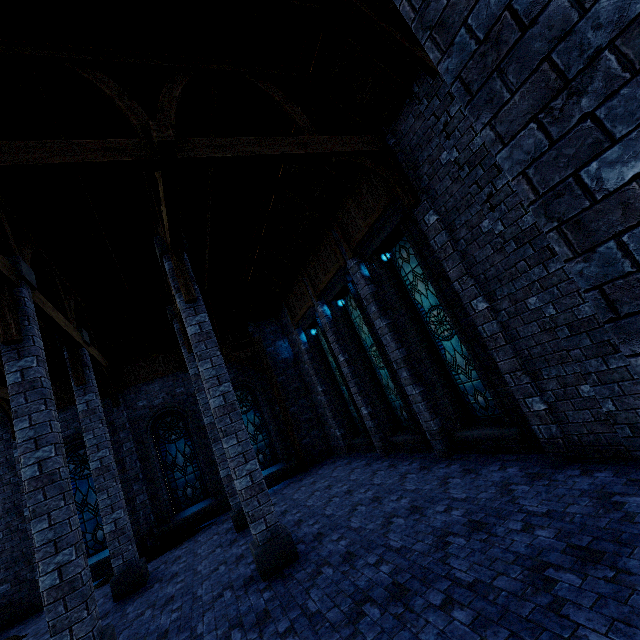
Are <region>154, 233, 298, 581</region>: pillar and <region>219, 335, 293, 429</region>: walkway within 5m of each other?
no

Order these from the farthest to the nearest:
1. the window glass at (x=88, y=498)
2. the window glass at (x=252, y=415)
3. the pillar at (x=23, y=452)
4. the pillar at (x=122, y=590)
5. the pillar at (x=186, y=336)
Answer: the window glass at (x=252, y=415)
the window glass at (x=88, y=498)
the pillar at (x=122, y=590)
the pillar at (x=186, y=336)
the pillar at (x=23, y=452)

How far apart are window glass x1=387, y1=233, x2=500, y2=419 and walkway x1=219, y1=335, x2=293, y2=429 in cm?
820

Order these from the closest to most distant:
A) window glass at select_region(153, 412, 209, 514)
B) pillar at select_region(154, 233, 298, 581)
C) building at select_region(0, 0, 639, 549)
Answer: building at select_region(0, 0, 639, 549) < pillar at select_region(154, 233, 298, 581) < window glass at select_region(153, 412, 209, 514)

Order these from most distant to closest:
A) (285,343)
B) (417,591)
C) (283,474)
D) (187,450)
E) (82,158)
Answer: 1. (285,343)
2. (283,474)
3. (187,450)
4. (82,158)
5. (417,591)

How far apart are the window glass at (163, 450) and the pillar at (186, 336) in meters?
7.5 m

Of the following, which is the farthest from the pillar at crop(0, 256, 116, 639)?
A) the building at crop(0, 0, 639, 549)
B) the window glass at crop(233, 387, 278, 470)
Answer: the window glass at crop(233, 387, 278, 470)

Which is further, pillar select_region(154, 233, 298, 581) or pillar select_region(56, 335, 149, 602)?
pillar select_region(56, 335, 149, 602)
